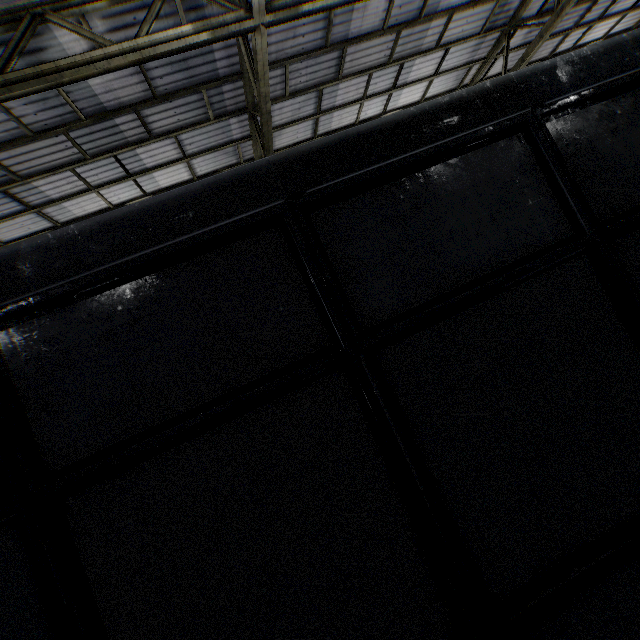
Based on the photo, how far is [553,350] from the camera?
2.2m
